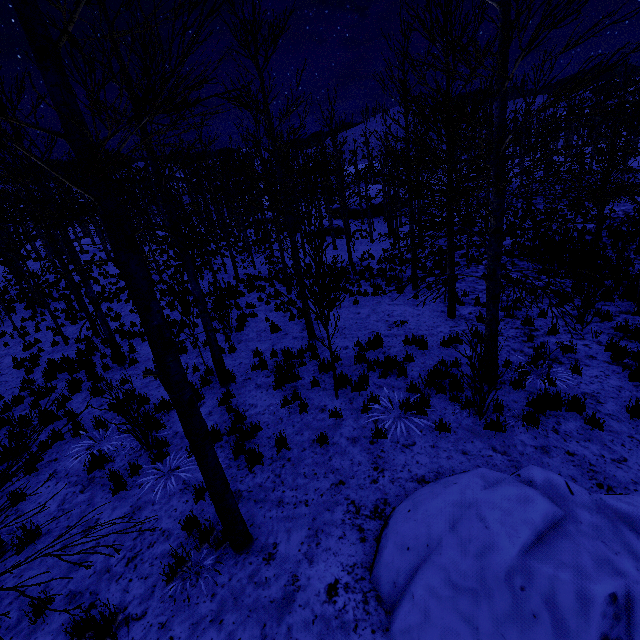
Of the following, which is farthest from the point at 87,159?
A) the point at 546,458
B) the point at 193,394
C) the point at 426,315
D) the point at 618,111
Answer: the point at 618,111

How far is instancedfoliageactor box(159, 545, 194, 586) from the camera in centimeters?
382cm

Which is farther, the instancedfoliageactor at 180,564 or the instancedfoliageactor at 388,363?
the instancedfoliageactor at 388,363

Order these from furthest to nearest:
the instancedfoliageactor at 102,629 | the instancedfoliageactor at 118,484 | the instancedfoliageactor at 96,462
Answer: the instancedfoliageactor at 96,462
the instancedfoliageactor at 118,484
the instancedfoliageactor at 102,629

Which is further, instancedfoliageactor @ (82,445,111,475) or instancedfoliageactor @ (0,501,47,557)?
instancedfoliageactor @ (82,445,111,475)

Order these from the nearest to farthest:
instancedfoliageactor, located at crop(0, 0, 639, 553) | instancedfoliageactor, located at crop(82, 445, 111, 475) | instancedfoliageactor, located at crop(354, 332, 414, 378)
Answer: instancedfoliageactor, located at crop(0, 0, 639, 553) → instancedfoliageactor, located at crop(82, 445, 111, 475) → instancedfoliageactor, located at crop(354, 332, 414, 378)
